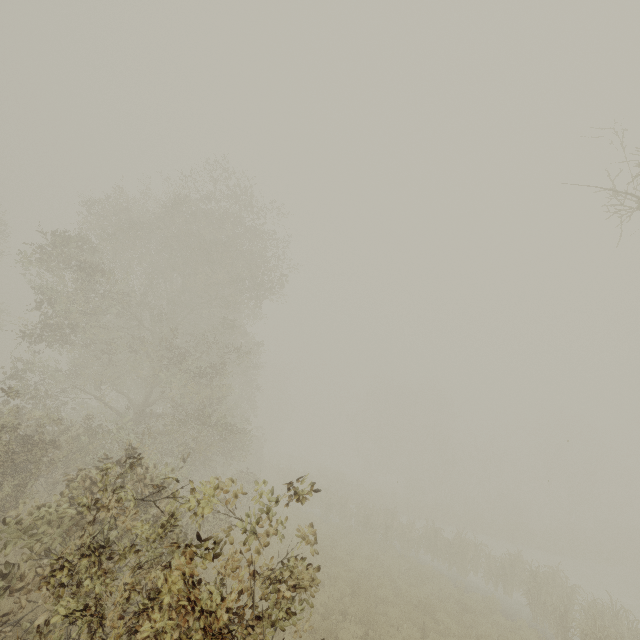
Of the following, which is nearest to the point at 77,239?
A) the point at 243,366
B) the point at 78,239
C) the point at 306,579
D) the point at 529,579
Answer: the point at 78,239
